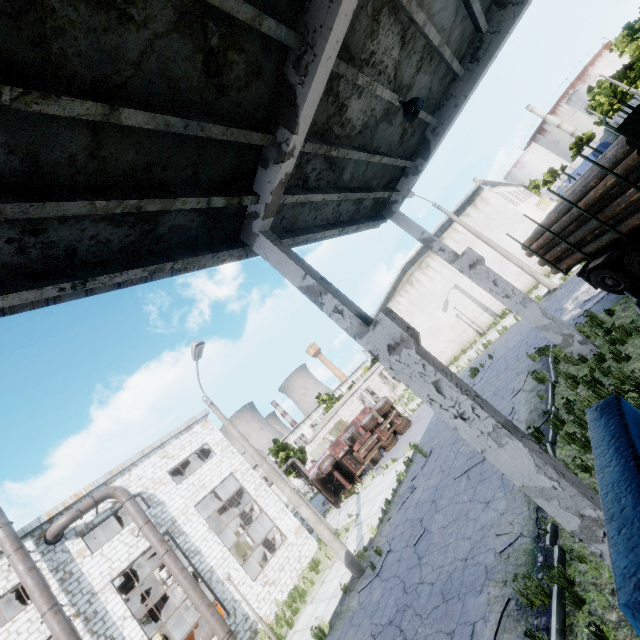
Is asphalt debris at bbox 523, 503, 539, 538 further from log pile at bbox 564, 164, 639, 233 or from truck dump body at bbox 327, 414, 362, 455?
truck dump body at bbox 327, 414, 362, 455

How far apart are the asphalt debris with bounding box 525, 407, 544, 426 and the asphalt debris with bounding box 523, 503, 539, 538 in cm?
196

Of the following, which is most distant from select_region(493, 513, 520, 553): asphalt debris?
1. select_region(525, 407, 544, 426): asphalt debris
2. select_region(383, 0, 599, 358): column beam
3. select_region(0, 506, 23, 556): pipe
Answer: → select_region(0, 506, 23, 556): pipe

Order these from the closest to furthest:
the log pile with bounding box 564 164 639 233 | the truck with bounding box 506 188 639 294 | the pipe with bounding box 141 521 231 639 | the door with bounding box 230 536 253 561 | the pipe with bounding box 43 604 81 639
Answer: the log pile with bounding box 564 164 639 233 < the truck with bounding box 506 188 639 294 < the pipe with bounding box 43 604 81 639 < the pipe with bounding box 141 521 231 639 < the door with bounding box 230 536 253 561

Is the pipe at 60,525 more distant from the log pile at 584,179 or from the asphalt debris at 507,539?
the log pile at 584,179

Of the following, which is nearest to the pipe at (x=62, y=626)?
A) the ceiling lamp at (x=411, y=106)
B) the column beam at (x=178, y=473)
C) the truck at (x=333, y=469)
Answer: the column beam at (x=178, y=473)

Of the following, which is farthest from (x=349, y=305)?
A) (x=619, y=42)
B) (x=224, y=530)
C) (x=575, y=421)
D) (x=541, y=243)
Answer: (x=619, y=42)

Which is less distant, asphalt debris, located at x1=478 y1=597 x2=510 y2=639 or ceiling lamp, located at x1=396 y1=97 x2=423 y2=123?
asphalt debris, located at x1=478 y1=597 x2=510 y2=639
